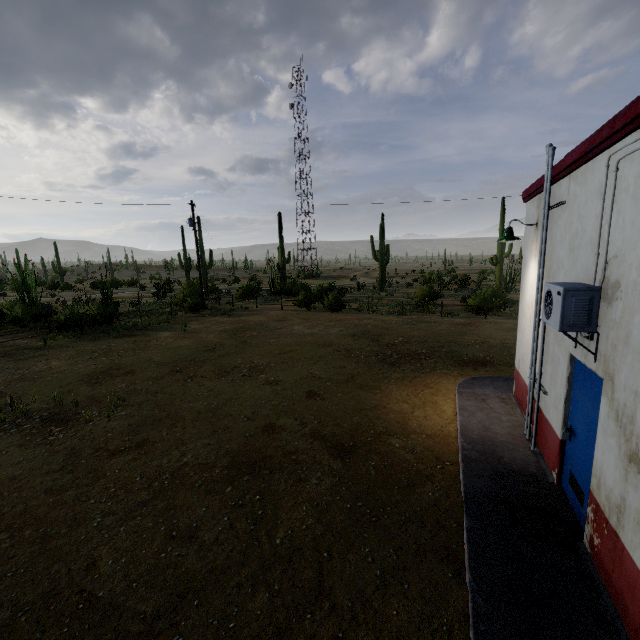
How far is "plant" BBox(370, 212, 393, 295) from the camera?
39.0m

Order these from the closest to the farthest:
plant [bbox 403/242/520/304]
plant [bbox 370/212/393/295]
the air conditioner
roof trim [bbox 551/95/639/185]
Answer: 1. roof trim [bbox 551/95/639/185]
2. the air conditioner
3. plant [bbox 403/242/520/304]
4. plant [bbox 370/212/393/295]

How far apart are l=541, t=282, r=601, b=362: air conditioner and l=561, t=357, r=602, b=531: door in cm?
Result: 24

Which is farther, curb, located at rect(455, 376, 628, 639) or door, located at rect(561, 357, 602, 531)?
door, located at rect(561, 357, 602, 531)

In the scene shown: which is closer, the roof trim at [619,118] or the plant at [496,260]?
the roof trim at [619,118]

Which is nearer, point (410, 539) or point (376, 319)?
point (410, 539)

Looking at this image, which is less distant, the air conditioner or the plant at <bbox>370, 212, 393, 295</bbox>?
the air conditioner

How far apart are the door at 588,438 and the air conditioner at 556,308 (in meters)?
0.24
